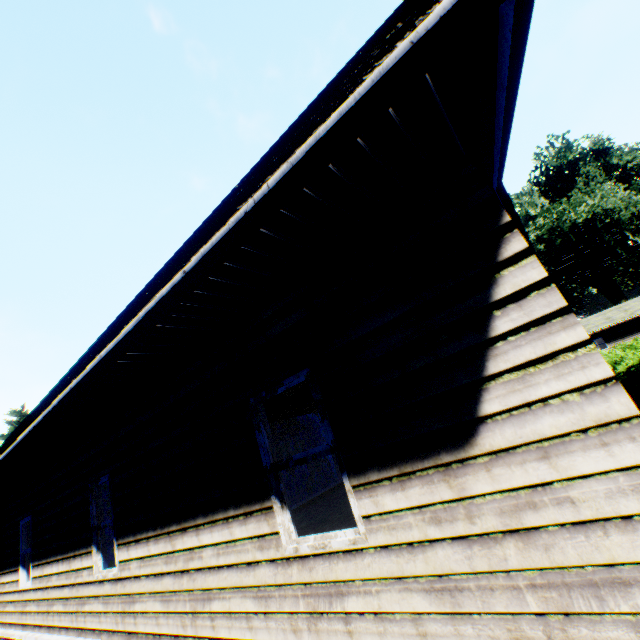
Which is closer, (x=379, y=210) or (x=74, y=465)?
(x=379, y=210)

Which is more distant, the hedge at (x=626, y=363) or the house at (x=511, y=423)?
the hedge at (x=626, y=363)

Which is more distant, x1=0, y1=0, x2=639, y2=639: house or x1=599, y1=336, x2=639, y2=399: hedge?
x1=599, y1=336, x2=639, y2=399: hedge
